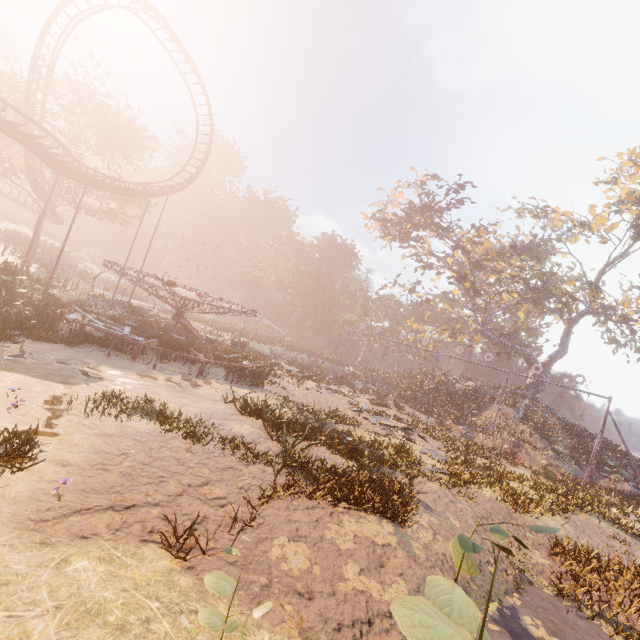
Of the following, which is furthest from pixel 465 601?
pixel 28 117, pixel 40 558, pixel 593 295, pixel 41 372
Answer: pixel 593 295

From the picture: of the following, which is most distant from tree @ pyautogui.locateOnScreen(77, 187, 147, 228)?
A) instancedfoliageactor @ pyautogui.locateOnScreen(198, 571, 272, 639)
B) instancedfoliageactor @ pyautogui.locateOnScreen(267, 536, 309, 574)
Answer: instancedfoliageactor @ pyautogui.locateOnScreen(198, 571, 272, 639)

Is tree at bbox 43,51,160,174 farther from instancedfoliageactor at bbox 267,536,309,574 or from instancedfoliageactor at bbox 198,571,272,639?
instancedfoliageactor at bbox 198,571,272,639

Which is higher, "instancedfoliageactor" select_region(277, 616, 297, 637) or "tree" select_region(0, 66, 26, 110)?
"tree" select_region(0, 66, 26, 110)

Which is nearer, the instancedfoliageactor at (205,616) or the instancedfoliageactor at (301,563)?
the instancedfoliageactor at (205,616)

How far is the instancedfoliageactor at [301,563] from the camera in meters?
5.2

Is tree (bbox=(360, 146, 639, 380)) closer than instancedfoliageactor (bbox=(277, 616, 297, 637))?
No

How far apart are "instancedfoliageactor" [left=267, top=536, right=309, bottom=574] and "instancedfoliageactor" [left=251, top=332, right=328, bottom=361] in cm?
4061
